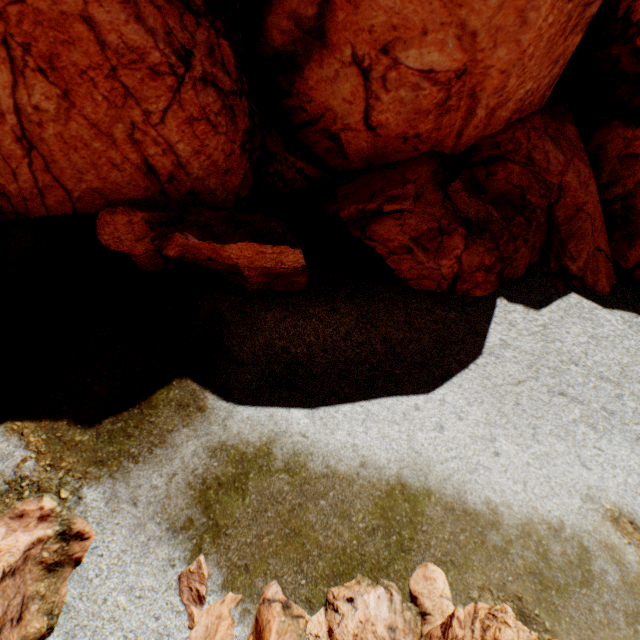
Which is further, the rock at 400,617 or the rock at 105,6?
the rock at 105,6

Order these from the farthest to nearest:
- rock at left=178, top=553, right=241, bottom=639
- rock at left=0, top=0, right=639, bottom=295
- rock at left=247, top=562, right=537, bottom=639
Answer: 1. rock at left=0, top=0, right=639, bottom=295
2. rock at left=178, top=553, right=241, bottom=639
3. rock at left=247, top=562, right=537, bottom=639

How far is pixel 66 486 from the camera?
6.93m

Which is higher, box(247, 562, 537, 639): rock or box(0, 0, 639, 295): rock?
box(0, 0, 639, 295): rock

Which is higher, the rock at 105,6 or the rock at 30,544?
the rock at 105,6

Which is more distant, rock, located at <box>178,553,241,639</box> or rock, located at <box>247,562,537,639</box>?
rock, located at <box>178,553,241,639</box>
